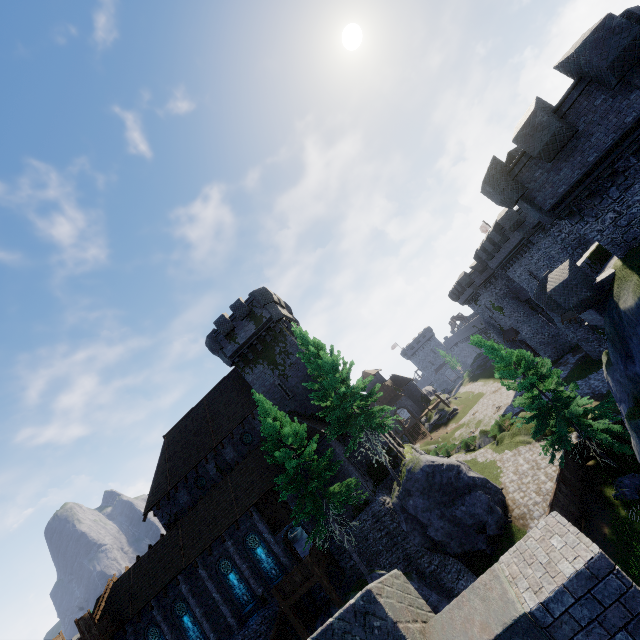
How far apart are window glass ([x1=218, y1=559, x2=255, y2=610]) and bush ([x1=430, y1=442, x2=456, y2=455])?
23.7m

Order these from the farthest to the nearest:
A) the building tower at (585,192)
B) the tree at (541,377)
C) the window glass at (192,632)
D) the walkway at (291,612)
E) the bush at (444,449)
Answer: the bush at (444,449) → the window glass at (192,632) → the walkway at (291,612) → the tree at (541,377) → the building tower at (585,192)

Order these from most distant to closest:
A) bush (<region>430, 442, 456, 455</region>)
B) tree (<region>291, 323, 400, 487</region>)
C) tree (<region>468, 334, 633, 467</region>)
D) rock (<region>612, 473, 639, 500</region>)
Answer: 1. bush (<region>430, 442, 456, 455</region>)
2. tree (<region>291, 323, 400, 487</region>)
3. tree (<region>468, 334, 633, 467</region>)
4. rock (<region>612, 473, 639, 500</region>)

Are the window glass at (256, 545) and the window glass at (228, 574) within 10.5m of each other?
yes

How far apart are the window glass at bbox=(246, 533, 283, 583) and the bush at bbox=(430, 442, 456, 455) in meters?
21.8 m

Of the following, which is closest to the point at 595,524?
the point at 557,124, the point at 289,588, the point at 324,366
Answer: the point at 324,366

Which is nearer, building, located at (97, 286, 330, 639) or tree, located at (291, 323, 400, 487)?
tree, located at (291, 323, 400, 487)

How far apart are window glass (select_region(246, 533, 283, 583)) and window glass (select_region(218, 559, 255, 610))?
1.49m
